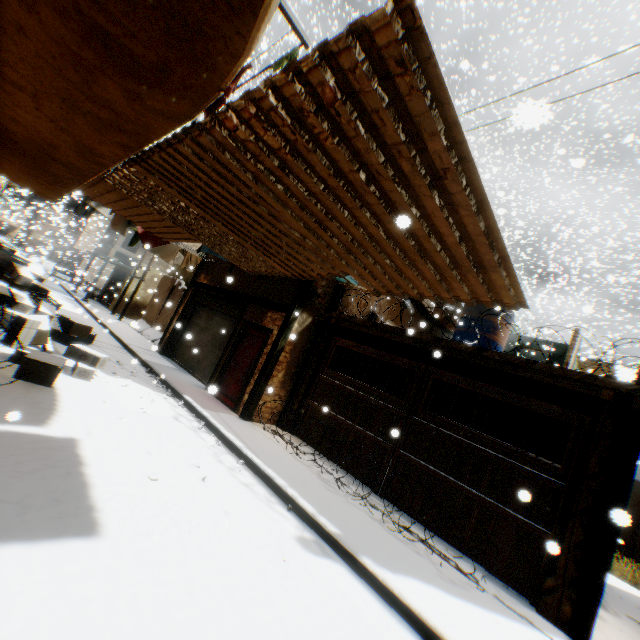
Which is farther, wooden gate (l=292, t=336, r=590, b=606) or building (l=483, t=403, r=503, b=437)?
building (l=483, t=403, r=503, b=437)

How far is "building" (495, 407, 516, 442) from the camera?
10.62m

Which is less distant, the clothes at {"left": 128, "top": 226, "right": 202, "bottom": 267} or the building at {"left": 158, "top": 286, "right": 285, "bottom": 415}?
the building at {"left": 158, "top": 286, "right": 285, "bottom": 415}

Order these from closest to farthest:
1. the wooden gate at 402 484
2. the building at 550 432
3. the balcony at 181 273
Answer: the wooden gate at 402 484 → the building at 550 432 → the balcony at 181 273

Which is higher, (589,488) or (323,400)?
(589,488)

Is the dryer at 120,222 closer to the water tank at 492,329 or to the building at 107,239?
the building at 107,239

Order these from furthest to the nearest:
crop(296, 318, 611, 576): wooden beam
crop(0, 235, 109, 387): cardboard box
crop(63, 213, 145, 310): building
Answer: crop(63, 213, 145, 310): building
crop(0, 235, 109, 387): cardboard box
crop(296, 318, 611, 576): wooden beam
